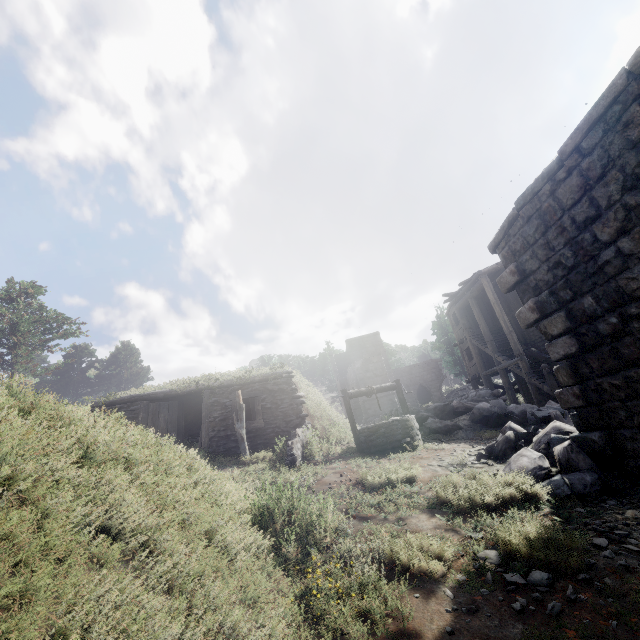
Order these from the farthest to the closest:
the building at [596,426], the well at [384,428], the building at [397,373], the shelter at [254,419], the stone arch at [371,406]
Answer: the building at [397,373] < the stone arch at [371,406] < the shelter at [254,419] < the well at [384,428] < the building at [596,426]

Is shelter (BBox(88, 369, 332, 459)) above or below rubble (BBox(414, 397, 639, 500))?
above

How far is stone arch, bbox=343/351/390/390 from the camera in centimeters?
2798cm

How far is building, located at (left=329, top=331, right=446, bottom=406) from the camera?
35.59m

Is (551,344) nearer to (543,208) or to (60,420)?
(543,208)

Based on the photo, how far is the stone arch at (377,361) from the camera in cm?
2798

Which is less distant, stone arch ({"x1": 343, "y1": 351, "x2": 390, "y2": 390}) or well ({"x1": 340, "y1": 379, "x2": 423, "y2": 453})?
well ({"x1": 340, "y1": 379, "x2": 423, "y2": 453})

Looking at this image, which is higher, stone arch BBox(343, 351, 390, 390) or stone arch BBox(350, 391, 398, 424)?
stone arch BBox(343, 351, 390, 390)
